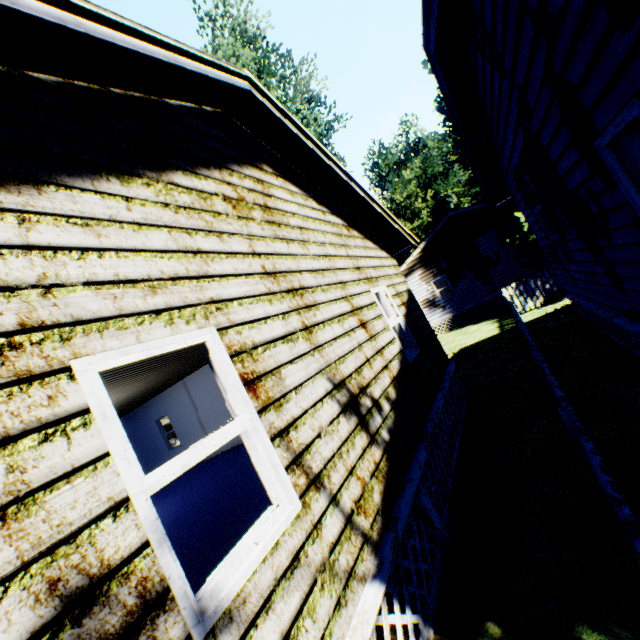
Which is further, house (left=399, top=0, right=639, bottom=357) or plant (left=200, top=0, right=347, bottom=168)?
plant (left=200, top=0, right=347, bottom=168)

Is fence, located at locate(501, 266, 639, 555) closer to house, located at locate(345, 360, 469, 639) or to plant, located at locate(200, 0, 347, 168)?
plant, located at locate(200, 0, 347, 168)

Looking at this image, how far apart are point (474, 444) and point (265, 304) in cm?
520

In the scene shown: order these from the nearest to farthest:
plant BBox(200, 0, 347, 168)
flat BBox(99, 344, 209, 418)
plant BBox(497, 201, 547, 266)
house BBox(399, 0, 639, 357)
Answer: house BBox(399, 0, 639, 357), flat BBox(99, 344, 209, 418), plant BBox(497, 201, 547, 266), plant BBox(200, 0, 347, 168)

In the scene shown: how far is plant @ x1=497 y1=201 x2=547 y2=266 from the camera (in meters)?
13.77

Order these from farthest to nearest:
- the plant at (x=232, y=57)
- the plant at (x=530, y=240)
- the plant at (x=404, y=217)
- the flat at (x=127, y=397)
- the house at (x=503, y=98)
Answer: the plant at (x=404, y=217) < the plant at (x=232, y=57) < the plant at (x=530, y=240) < the flat at (x=127, y=397) < the house at (x=503, y=98)

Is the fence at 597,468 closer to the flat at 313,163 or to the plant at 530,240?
the plant at 530,240

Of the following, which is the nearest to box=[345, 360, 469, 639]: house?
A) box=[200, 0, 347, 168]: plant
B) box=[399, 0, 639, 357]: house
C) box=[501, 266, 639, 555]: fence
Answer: box=[501, 266, 639, 555]: fence
